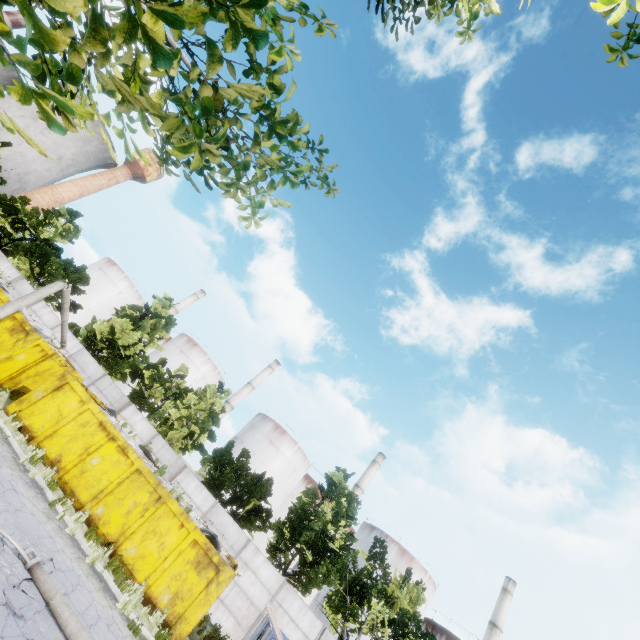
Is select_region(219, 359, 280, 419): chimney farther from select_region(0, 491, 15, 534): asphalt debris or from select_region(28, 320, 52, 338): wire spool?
select_region(0, 491, 15, 534): asphalt debris

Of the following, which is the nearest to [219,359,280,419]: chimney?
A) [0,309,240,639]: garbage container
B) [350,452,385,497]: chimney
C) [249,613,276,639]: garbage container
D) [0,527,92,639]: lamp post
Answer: [350,452,385,497]: chimney

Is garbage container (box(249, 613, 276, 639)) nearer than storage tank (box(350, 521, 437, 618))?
Yes

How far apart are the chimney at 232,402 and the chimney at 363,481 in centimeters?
2161cm

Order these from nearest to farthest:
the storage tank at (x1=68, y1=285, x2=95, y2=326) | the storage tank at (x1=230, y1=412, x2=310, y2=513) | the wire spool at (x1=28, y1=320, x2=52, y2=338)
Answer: the wire spool at (x1=28, y1=320, x2=52, y2=338), the storage tank at (x1=230, y1=412, x2=310, y2=513), the storage tank at (x1=68, y1=285, x2=95, y2=326)

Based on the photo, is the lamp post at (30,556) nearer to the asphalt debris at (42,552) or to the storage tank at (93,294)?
the asphalt debris at (42,552)

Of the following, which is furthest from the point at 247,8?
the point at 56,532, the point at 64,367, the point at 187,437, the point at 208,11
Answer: the point at 187,437

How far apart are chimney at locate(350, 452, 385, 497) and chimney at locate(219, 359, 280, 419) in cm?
2161
